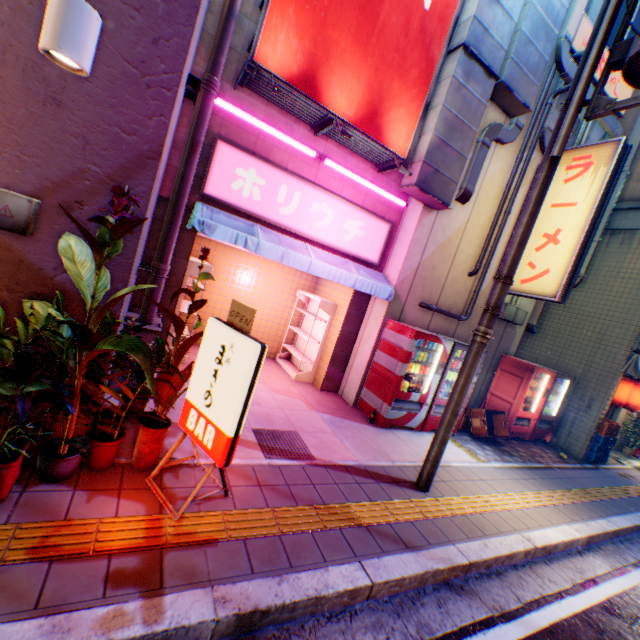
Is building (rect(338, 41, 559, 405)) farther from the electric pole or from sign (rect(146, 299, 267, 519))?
sign (rect(146, 299, 267, 519))

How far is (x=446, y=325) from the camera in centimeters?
778cm

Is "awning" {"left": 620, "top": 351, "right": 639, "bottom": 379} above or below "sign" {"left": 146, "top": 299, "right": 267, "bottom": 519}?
above

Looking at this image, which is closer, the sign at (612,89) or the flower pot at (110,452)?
the flower pot at (110,452)

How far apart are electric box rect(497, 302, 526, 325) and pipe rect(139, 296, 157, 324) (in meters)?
7.53

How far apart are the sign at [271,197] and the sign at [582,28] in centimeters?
533cm

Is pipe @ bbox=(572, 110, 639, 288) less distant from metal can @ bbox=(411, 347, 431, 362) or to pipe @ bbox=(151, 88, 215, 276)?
metal can @ bbox=(411, 347, 431, 362)

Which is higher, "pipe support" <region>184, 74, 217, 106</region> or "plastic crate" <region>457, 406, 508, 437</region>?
"pipe support" <region>184, 74, 217, 106</region>
